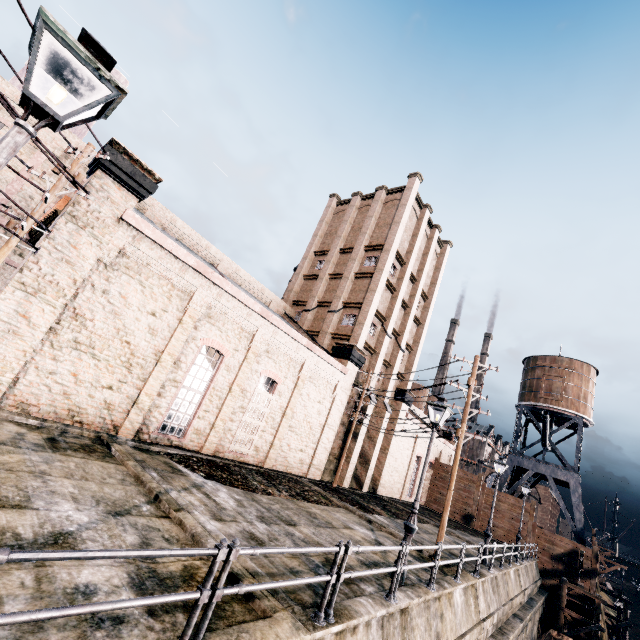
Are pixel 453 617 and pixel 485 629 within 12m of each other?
yes

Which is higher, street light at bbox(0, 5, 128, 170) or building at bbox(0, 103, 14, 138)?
building at bbox(0, 103, 14, 138)

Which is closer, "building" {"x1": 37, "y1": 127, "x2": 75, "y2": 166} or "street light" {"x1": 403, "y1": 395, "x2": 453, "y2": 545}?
"street light" {"x1": 403, "y1": 395, "x2": 453, "y2": 545}

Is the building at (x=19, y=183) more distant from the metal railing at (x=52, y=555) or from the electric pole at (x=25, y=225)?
the metal railing at (x=52, y=555)

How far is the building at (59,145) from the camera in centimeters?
1830cm

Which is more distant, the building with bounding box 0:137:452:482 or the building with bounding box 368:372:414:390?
the building with bounding box 368:372:414:390

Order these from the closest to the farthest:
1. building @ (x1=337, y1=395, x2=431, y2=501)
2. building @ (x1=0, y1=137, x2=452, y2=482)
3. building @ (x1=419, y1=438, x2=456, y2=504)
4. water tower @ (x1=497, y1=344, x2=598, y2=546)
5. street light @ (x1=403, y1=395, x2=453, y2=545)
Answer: street light @ (x1=403, y1=395, x2=453, y2=545) < building @ (x1=0, y1=137, x2=452, y2=482) < building @ (x1=337, y1=395, x2=431, y2=501) < water tower @ (x1=497, y1=344, x2=598, y2=546) < building @ (x1=419, y1=438, x2=456, y2=504)

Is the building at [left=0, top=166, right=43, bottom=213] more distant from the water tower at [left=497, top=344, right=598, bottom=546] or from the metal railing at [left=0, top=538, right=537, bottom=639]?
the metal railing at [left=0, top=538, right=537, bottom=639]
